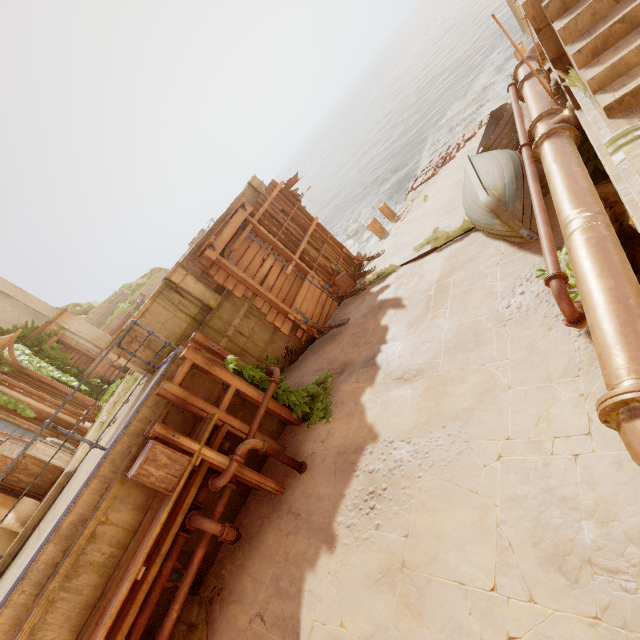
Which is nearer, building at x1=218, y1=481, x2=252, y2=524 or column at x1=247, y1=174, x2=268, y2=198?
building at x1=218, y1=481, x2=252, y2=524

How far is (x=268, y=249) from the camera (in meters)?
10.81

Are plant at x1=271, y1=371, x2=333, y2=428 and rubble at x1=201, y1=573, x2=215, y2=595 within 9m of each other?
yes

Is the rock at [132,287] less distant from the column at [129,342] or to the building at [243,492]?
the column at [129,342]

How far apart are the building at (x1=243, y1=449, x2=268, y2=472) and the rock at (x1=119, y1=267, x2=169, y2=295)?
32.3m

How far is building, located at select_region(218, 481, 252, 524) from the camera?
5.8m

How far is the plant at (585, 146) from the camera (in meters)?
5.81

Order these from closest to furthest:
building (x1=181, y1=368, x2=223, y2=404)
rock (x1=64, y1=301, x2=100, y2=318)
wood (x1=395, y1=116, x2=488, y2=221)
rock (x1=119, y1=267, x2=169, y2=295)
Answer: building (x1=181, y1=368, x2=223, y2=404) → wood (x1=395, y1=116, x2=488, y2=221) → rock (x1=64, y1=301, x2=100, y2=318) → rock (x1=119, y1=267, x2=169, y2=295)
